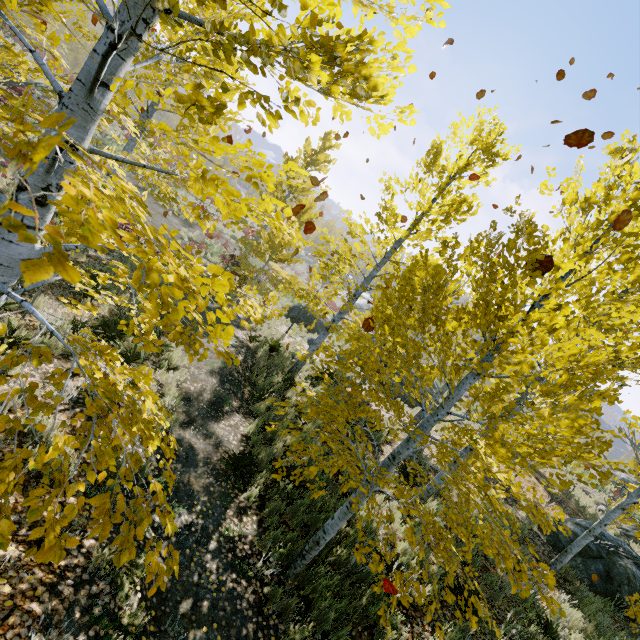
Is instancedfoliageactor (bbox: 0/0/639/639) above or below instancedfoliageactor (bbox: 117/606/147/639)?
above

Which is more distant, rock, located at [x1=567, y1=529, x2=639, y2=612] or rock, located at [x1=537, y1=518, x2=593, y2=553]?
rock, located at [x1=537, y1=518, x2=593, y2=553]

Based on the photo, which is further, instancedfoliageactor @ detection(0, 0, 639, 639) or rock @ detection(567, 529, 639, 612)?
rock @ detection(567, 529, 639, 612)

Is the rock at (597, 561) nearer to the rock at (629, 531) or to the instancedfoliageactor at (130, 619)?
the instancedfoliageactor at (130, 619)

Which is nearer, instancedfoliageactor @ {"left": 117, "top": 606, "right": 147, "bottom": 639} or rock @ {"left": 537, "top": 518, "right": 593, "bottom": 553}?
instancedfoliageactor @ {"left": 117, "top": 606, "right": 147, "bottom": 639}

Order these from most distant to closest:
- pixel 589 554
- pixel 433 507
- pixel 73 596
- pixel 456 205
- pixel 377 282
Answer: pixel 377 282
pixel 456 205
pixel 589 554
pixel 433 507
pixel 73 596

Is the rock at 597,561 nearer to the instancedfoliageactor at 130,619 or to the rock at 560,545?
the instancedfoliageactor at 130,619

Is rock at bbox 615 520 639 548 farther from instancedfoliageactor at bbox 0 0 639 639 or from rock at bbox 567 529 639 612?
rock at bbox 567 529 639 612
